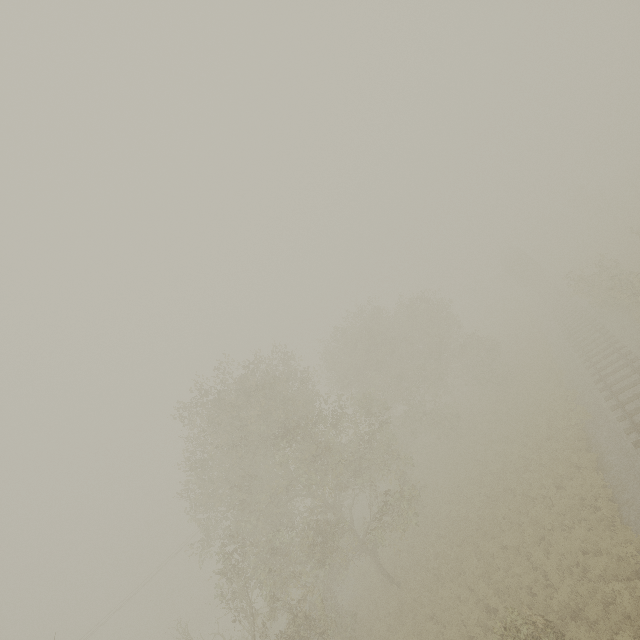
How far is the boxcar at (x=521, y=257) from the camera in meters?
43.4

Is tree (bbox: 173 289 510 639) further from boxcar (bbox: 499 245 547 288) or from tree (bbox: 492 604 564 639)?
boxcar (bbox: 499 245 547 288)

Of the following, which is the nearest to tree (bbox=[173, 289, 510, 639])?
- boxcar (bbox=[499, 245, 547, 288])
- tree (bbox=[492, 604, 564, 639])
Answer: tree (bbox=[492, 604, 564, 639])

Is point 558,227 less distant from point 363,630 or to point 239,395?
point 239,395

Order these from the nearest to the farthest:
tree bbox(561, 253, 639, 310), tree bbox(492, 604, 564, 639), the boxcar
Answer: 1. tree bbox(492, 604, 564, 639)
2. tree bbox(561, 253, 639, 310)
3. the boxcar

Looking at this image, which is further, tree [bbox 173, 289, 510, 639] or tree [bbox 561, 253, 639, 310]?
tree [bbox 561, 253, 639, 310]

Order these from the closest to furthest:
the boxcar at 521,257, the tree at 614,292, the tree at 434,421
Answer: the tree at 434,421 < the tree at 614,292 < the boxcar at 521,257
